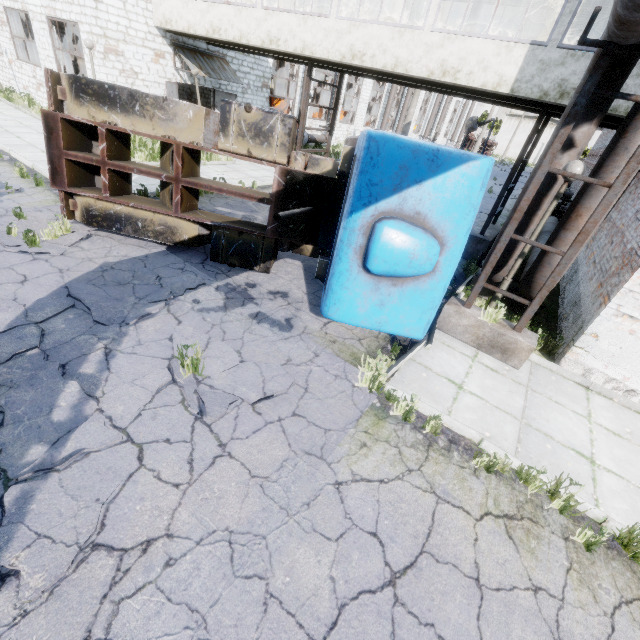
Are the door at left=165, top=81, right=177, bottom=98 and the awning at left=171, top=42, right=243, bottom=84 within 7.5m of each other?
yes

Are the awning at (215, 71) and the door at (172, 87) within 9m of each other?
yes

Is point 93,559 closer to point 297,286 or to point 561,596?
point 561,596

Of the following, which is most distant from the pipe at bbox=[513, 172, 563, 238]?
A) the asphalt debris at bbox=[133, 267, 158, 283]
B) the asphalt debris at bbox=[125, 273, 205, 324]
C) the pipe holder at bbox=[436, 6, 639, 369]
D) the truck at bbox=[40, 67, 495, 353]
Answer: the asphalt debris at bbox=[133, 267, 158, 283]

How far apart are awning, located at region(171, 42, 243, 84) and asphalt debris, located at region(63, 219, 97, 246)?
11.6m

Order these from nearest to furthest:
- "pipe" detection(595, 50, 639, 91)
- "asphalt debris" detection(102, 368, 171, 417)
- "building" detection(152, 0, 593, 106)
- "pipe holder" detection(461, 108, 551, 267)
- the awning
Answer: "asphalt debris" detection(102, 368, 171, 417)
"pipe" detection(595, 50, 639, 91)
"building" detection(152, 0, 593, 106)
"pipe holder" detection(461, 108, 551, 267)
the awning

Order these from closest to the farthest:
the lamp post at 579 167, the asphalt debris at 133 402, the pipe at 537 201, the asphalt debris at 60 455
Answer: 1. the asphalt debris at 60 455
2. the asphalt debris at 133 402
3. the lamp post at 579 167
4. the pipe at 537 201

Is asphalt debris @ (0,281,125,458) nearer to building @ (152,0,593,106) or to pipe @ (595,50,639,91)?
pipe @ (595,50,639,91)
